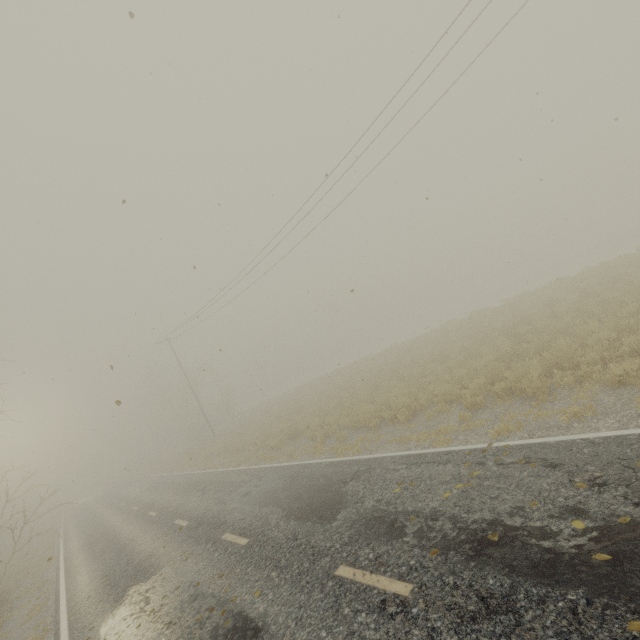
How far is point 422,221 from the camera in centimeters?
911cm
